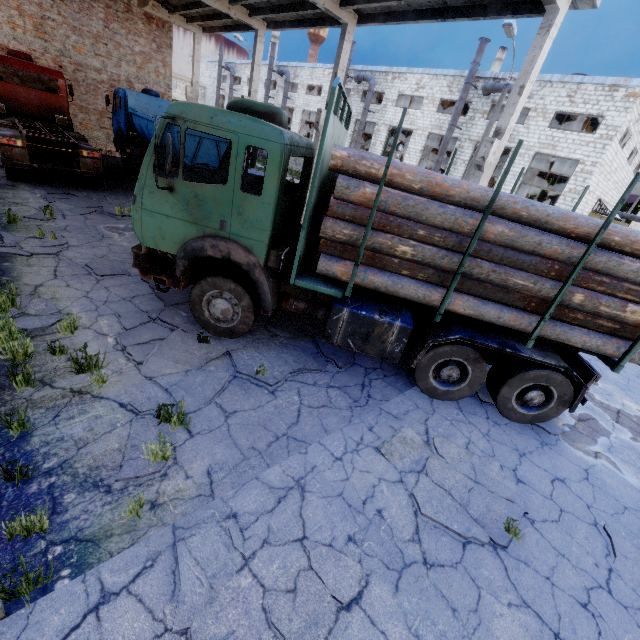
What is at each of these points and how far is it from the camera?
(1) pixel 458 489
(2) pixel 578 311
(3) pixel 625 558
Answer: (1) asphalt debris, 4.4m
(2) log pile, 5.0m
(3) asphalt debris, 4.1m

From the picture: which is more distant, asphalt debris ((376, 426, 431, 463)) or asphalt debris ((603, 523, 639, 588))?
asphalt debris ((376, 426, 431, 463))

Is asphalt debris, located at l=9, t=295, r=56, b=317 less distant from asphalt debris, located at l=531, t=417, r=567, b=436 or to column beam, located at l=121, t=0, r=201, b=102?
asphalt debris, located at l=531, t=417, r=567, b=436

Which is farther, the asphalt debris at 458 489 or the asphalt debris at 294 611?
the asphalt debris at 458 489

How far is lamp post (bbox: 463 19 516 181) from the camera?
14.0m

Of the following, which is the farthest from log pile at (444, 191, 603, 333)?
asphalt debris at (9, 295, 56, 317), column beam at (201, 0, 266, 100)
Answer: column beam at (201, 0, 266, 100)

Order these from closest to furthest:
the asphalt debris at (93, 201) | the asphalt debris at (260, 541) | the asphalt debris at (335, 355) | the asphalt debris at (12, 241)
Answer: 1. the asphalt debris at (260, 541)
2. the asphalt debris at (335, 355)
3. the asphalt debris at (12, 241)
4. the asphalt debris at (93, 201)

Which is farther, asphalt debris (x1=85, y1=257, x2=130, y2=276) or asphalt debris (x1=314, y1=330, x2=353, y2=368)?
asphalt debris (x1=85, y1=257, x2=130, y2=276)
